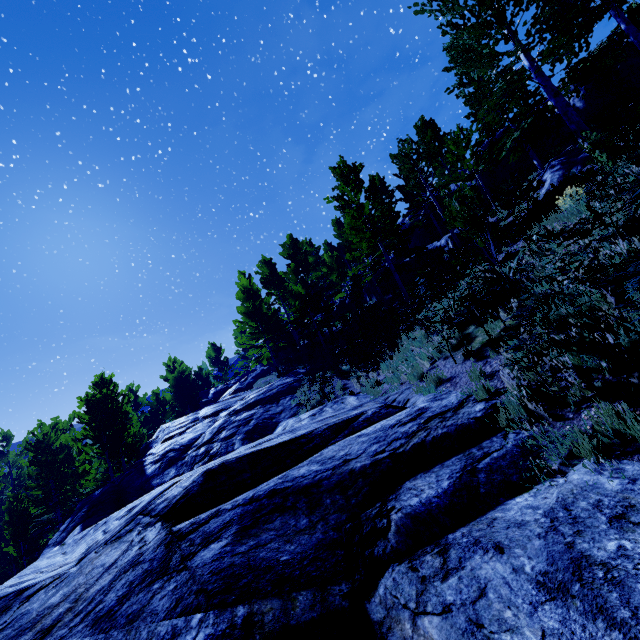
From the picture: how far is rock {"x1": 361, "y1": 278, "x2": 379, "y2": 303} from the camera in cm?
2700

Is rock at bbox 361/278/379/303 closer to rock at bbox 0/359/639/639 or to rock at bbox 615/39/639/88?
rock at bbox 615/39/639/88

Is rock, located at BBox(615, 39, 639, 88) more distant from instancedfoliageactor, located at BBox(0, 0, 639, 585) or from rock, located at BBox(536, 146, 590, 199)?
rock, located at BBox(536, 146, 590, 199)

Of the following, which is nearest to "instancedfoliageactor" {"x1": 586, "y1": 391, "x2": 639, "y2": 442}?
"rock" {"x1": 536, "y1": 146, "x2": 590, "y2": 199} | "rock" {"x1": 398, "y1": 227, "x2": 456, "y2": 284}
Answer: "rock" {"x1": 398, "y1": 227, "x2": 456, "y2": 284}

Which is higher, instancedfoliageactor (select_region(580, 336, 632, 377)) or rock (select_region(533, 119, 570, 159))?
rock (select_region(533, 119, 570, 159))

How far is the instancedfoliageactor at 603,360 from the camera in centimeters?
371cm

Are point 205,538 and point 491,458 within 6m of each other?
yes

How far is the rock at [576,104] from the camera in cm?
1803
